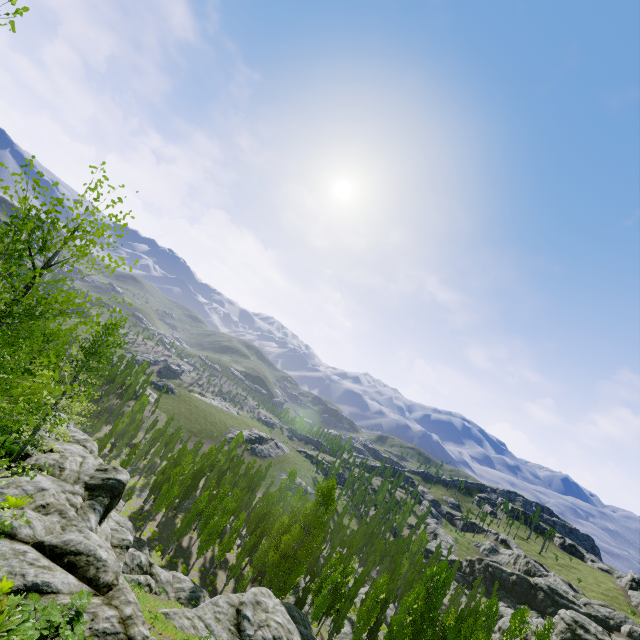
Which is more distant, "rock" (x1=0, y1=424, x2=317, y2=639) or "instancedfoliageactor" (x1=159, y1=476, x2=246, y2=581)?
"instancedfoliageactor" (x1=159, y1=476, x2=246, y2=581)

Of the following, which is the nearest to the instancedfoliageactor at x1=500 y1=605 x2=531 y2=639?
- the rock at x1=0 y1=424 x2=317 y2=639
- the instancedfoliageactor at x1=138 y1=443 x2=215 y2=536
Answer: the instancedfoliageactor at x1=138 y1=443 x2=215 y2=536

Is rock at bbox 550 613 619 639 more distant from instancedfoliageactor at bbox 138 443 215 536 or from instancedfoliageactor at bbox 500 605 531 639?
instancedfoliageactor at bbox 500 605 531 639

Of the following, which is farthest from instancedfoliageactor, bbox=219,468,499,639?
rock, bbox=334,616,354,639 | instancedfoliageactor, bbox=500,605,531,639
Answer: instancedfoliageactor, bbox=500,605,531,639

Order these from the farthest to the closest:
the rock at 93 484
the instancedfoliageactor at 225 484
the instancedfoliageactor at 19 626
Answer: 1. the instancedfoliageactor at 225 484
2. the rock at 93 484
3. the instancedfoliageactor at 19 626

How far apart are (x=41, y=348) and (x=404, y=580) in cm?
6795

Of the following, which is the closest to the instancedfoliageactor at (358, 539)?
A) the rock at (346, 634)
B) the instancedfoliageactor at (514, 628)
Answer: the rock at (346, 634)

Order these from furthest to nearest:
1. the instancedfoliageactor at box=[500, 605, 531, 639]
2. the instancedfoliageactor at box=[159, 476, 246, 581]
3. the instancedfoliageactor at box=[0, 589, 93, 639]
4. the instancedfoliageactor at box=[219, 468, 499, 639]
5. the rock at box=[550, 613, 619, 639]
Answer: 1. the rock at box=[550, 613, 619, 639]
2. the instancedfoliageactor at box=[159, 476, 246, 581]
3. the instancedfoliageactor at box=[219, 468, 499, 639]
4. the instancedfoliageactor at box=[500, 605, 531, 639]
5. the instancedfoliageactor at box=[0, 589, 93, 639]
